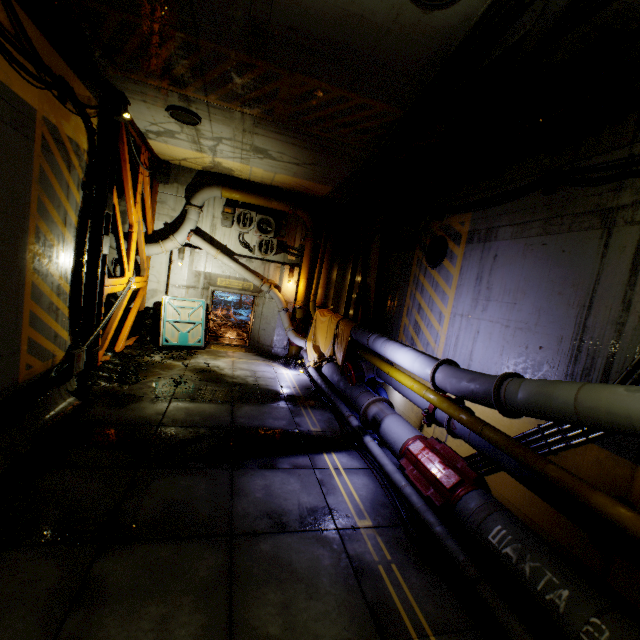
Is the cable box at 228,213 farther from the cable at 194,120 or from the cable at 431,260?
the cable at 431,260

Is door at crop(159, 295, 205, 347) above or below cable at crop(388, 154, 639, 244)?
below

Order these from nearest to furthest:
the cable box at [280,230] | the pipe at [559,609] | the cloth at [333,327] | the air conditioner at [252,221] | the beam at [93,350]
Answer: the pipe at [559,609]
the beam at [93,350]
the cloth at [333,327]
the air conditioner at [252,221]
the cable box at [280,230]

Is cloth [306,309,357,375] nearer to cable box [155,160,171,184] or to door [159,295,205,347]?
door [159,295,205,347]

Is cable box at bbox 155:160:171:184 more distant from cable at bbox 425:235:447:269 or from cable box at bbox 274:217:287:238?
cable at bbox 425:235:447:269

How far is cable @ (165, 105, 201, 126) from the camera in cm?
787

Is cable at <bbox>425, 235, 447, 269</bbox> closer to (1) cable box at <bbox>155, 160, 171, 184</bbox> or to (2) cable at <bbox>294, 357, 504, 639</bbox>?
(2) cable at <bbox>294, 357, 504, 639</bbox>

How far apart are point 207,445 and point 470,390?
4.9m
